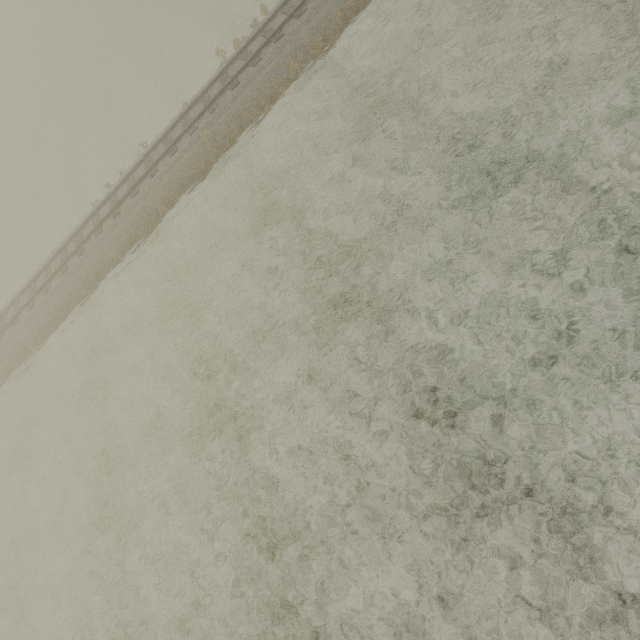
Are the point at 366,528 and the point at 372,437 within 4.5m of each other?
yes
